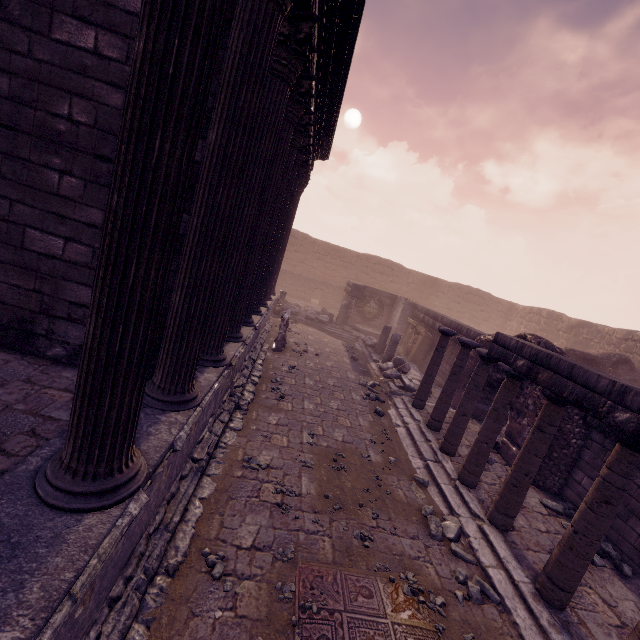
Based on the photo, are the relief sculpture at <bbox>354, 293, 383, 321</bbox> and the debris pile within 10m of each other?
yes

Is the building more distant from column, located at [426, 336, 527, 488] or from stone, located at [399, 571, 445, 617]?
column, located at [426, 336, 527, 488]

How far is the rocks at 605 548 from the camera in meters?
5.3 m

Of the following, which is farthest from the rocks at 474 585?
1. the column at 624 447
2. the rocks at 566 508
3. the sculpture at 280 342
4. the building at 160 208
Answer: the sculpture at 280 342

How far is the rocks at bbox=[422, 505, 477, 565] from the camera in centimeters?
488cm

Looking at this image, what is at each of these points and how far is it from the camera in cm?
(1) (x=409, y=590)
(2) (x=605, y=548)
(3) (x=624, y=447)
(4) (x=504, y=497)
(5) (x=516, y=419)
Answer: (1) stone, 396
(2) rocks, 568
(3) column, 397
(4) column, 544
(5) wall arch, 820

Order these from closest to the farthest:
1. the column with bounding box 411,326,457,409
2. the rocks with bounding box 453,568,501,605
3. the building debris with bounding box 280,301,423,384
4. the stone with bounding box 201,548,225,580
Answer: the stone with bounding box 201,548,225,580 < the rocks with bounding box 453,568,501,605 < the column with bounding box 411,326,457,409 < the building debris with bounding box 280,301,423,384

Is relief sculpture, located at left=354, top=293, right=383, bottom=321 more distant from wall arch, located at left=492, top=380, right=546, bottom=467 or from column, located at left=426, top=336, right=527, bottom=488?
column, located at left=426, top=336, right=527, bottom=488
